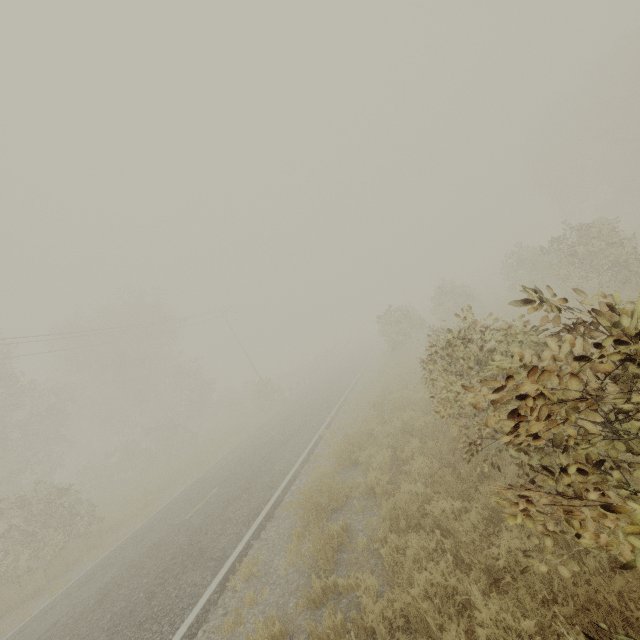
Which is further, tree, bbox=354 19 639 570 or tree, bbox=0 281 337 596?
tree, bbox=0 281 337 596

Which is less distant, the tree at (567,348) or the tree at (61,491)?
the tree at (567,348)

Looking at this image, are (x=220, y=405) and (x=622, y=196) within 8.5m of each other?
no
